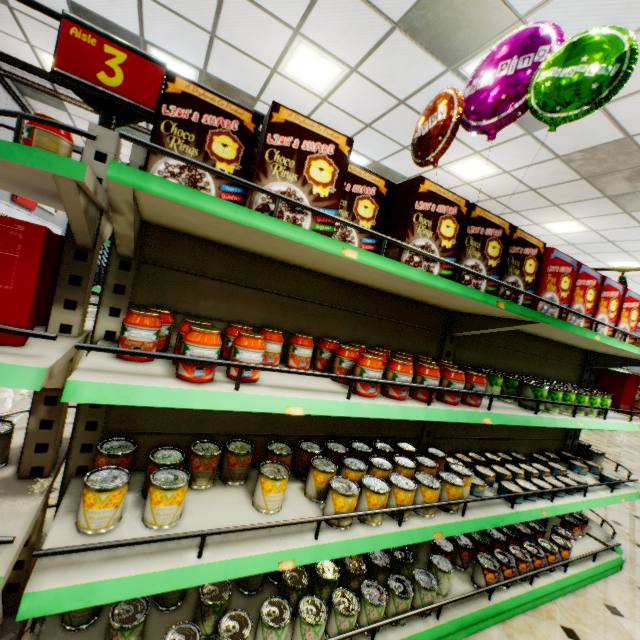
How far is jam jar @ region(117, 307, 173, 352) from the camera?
1.1m

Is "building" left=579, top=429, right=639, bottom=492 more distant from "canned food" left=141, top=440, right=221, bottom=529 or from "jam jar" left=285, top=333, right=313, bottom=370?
"jam jar" left=285, top=333, right=313, bottom=370

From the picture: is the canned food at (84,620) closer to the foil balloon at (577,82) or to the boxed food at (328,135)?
the boxed food at (328,135)

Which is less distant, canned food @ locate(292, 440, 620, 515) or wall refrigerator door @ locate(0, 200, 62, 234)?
canned food @ locate(292, 440, 620, 515)

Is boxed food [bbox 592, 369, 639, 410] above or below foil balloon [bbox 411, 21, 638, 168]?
below

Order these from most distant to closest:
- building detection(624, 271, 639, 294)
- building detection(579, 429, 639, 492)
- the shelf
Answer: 1. building detection(624, 271, 639, 294)
2. building detection(579, 429, 639, 492)
3. the shelf

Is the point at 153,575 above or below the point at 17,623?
above

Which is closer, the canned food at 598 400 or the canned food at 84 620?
the canned food at 84 620
